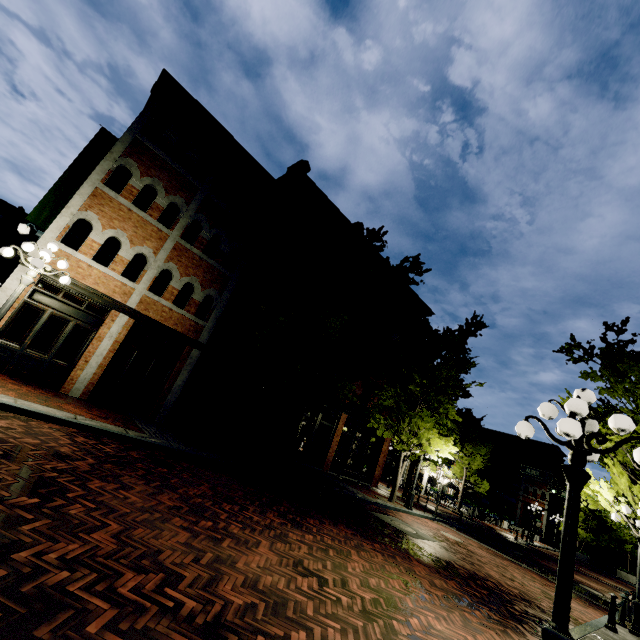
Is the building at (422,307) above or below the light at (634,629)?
above

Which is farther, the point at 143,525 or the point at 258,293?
the point at 258,293

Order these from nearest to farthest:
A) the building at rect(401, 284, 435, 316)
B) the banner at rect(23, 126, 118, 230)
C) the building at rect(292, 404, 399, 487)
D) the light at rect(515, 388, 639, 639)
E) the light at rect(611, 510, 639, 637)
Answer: the light at rect(515, 388, 639, 639) < the light at rect(611, 510, 639, 637) < the banner at rect(23, 126, 118, 230) < the building at rect(292, 404, 399, 487) < the building at rect(401, 284, 435, 316)

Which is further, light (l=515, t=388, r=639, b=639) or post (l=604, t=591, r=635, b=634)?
post (l=604, t=591, r=635, b=634)

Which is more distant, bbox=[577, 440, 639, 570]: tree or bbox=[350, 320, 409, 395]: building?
bbox=[350, 320, 409, 395]: building

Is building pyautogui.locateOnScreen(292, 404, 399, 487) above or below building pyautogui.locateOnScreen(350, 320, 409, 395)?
below

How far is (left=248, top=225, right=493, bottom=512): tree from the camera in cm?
1266

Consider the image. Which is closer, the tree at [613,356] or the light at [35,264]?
the light at [35,264]
